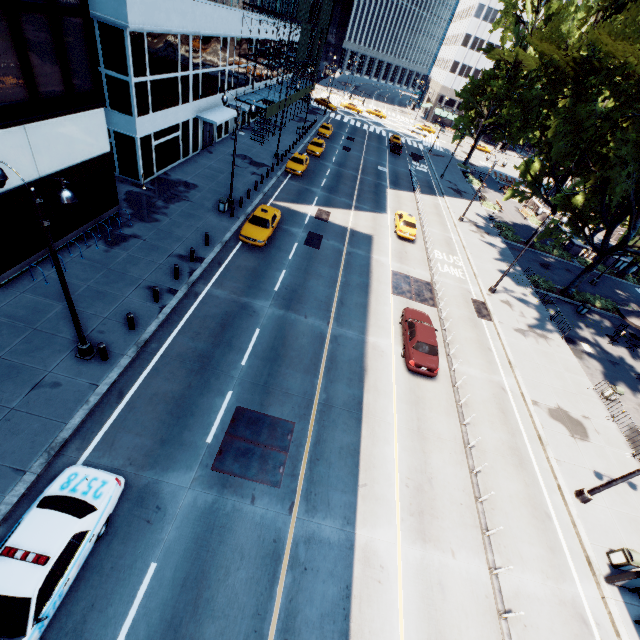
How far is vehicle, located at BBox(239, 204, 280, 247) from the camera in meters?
21.8 m

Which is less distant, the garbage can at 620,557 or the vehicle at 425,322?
the garbage can at 620,557

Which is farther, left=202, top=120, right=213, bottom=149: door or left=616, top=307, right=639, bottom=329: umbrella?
left=202, top=120, right=213, bottom=149: door

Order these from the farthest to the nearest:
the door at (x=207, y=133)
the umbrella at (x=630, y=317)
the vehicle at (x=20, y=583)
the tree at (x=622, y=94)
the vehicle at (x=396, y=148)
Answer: the vehicle at (x=396, y=148) < the door at (x=207, y=133) < the umbrella at (x=630, y=317) < the tree at (x=622, y=94) < the vehicle at (x=20, y=583)

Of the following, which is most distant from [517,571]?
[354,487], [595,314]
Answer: [595,314]

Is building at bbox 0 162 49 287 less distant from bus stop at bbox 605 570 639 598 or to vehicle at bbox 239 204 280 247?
vehicle at bbox 239 204 280 247

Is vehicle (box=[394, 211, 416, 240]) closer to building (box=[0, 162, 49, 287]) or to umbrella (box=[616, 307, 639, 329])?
umbrella (box=[616, 307, 639, 329])

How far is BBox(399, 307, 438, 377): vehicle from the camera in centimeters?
1709cm
